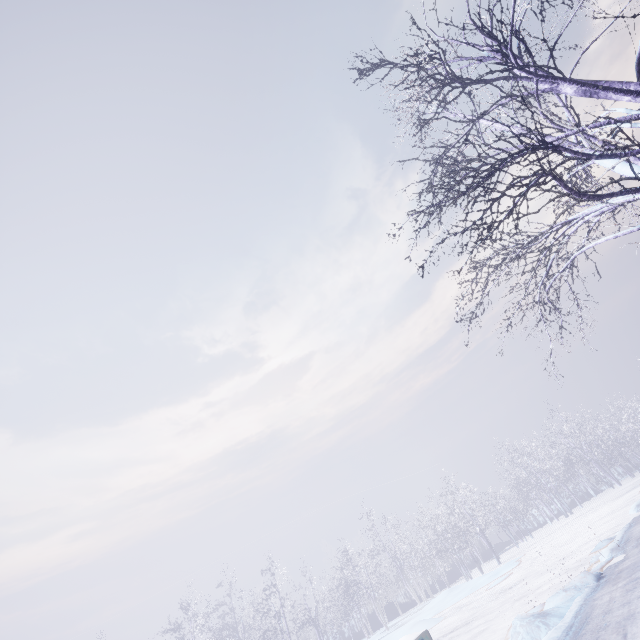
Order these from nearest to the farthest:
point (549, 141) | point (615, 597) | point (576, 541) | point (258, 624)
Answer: point (549, 141) < point (615, 597) < point (576, 541) < point (258, 624)
